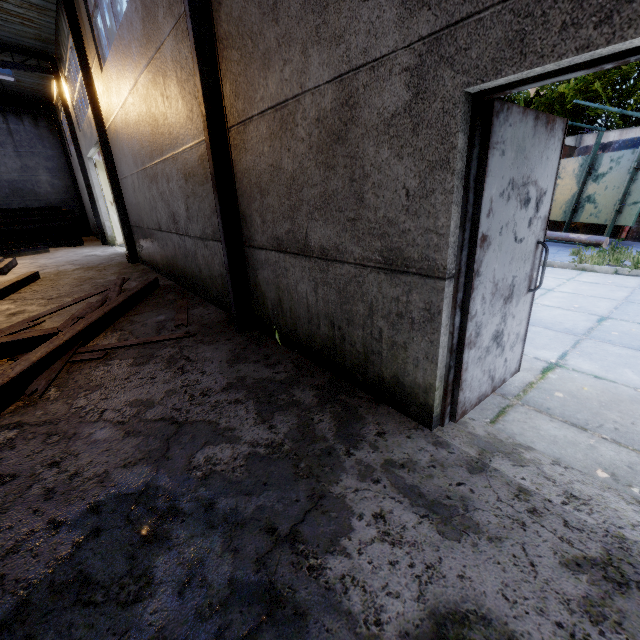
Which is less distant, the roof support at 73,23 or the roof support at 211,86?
the roof support at 211,86

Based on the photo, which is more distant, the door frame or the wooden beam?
the wooden beam

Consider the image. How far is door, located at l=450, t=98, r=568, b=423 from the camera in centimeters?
194cm

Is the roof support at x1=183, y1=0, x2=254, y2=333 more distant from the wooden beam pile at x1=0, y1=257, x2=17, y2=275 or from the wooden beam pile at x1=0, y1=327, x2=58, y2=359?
the wooden beam pile at x1=0, y1=257, x2=17, y2=275

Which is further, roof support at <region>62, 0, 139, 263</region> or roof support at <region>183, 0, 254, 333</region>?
roof support at <region>62, 0, 139, 263</region>

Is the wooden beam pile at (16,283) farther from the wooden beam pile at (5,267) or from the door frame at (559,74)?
the door frame at (559,74)

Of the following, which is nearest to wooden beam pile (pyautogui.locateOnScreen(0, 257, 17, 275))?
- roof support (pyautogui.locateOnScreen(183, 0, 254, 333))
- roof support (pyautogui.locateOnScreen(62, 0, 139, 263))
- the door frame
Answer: roof support (pyautogui.locateOnScreen(62, 0, 139, 263))

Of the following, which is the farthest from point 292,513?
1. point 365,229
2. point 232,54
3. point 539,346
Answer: point 232,54
